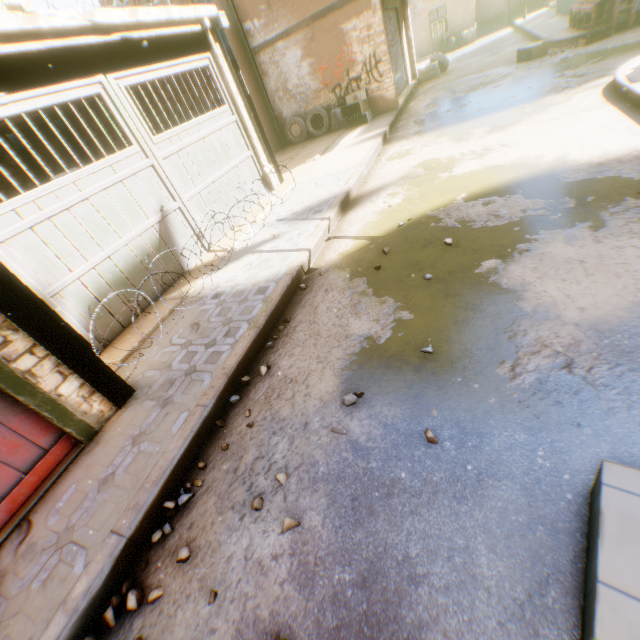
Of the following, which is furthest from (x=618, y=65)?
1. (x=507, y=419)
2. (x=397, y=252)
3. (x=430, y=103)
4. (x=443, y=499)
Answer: (x=443, y=499)

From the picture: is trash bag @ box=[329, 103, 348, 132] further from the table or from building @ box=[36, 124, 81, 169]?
the table

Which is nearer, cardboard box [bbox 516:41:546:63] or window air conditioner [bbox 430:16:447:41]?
cardboard box [bbox 516:41:546:63]

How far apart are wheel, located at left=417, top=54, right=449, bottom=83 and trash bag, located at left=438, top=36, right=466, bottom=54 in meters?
8.3 m

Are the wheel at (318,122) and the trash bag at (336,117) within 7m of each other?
yes

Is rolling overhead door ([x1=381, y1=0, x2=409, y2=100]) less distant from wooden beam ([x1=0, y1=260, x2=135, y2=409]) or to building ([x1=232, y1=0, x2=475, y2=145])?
building ([x1=232, y1=0, x2=475, y2=145])

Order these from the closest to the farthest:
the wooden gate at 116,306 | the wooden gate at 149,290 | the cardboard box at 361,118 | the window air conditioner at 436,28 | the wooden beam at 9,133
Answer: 1. the wooden gate at 116,306
2. the wooden gate at 149,290
3. the wooden beam at 9,133
4. the cardboard box at 361,118
5. the window air conditioner at 436,28

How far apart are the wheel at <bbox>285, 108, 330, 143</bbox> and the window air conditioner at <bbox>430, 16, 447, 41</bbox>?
15.63m
